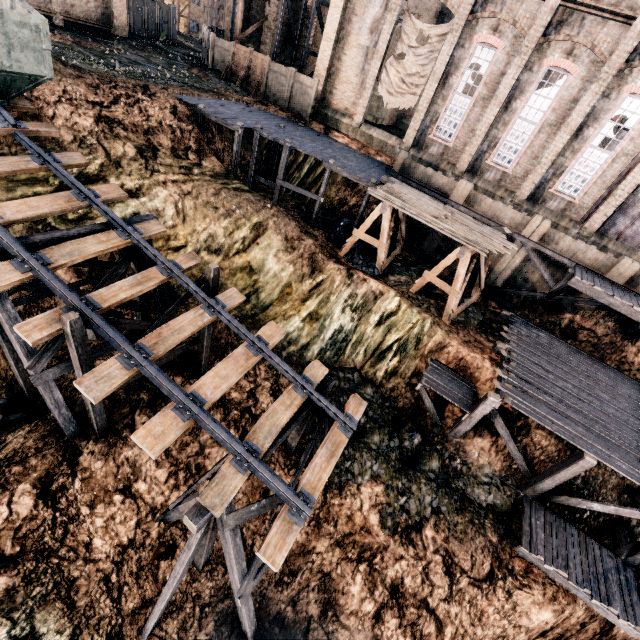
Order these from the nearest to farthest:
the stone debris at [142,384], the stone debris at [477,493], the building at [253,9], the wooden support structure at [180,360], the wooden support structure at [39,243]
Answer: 1. the wooden support structure at [39,243]
2. the wooden support structure at [180,360]
3. the stone debris at [142,384]
4. the stone debris at [477,493]
5. the building at [253,9]

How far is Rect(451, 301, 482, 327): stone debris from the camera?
18.5m

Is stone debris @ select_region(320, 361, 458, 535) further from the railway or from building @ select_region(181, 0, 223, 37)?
building @ select_region(181, 0, 223, 37)

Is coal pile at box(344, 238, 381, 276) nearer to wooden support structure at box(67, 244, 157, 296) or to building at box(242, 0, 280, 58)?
building at box(242, 0, 280, 58)

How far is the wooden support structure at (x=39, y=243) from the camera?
9.2 meters

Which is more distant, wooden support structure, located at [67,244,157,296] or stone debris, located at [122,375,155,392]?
stone debris, located at [122,375,155,392]

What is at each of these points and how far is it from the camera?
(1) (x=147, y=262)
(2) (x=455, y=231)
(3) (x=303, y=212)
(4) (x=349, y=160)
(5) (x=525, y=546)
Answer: (1) wooden support structure, 12.0 meters
(2) wood pile, 16.4 meters
(3) stone debris, 23.1 meters
(4) wooden scaffolding, 21.5 meters
(5) wooden scaffolding, 13.0 meters

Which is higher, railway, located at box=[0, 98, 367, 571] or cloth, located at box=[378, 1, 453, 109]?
cloth, located at box=[378, 1, 453, 109]
